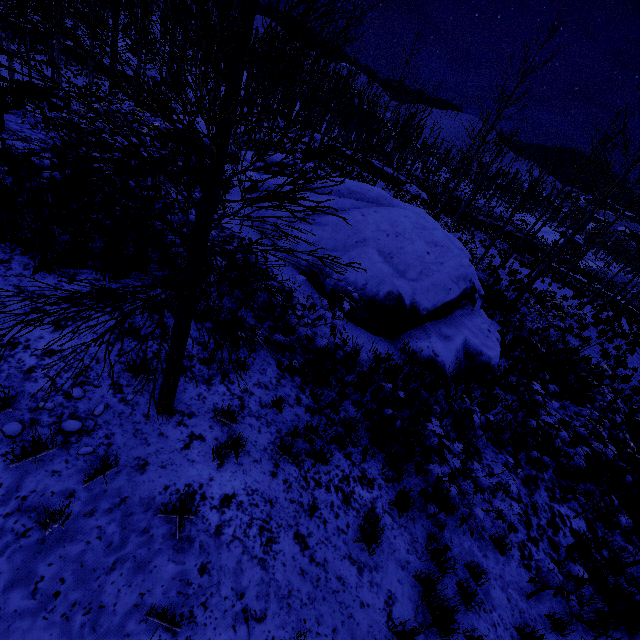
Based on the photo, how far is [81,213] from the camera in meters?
6.3 m

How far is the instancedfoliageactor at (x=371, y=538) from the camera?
3.8 meters

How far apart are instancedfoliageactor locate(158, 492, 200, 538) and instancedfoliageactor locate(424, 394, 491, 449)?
4.5 meters

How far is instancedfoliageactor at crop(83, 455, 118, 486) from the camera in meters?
3.2

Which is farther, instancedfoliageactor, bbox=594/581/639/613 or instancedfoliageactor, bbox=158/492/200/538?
instancedfoliageactor, bbox=594/581/639/613

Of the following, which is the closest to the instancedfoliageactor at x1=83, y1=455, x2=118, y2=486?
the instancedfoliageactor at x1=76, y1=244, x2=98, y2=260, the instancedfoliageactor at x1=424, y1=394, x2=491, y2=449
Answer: the instancedfoliageactor at x1=424, y1=394, x2=491, y2=449

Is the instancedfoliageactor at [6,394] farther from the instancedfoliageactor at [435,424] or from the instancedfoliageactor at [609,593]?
the instancedfoliageactor at [435,424]

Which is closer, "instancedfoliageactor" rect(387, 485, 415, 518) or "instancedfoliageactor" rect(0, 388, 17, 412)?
"instancedfoliageactor" rect(0, 388, 17, 412)
